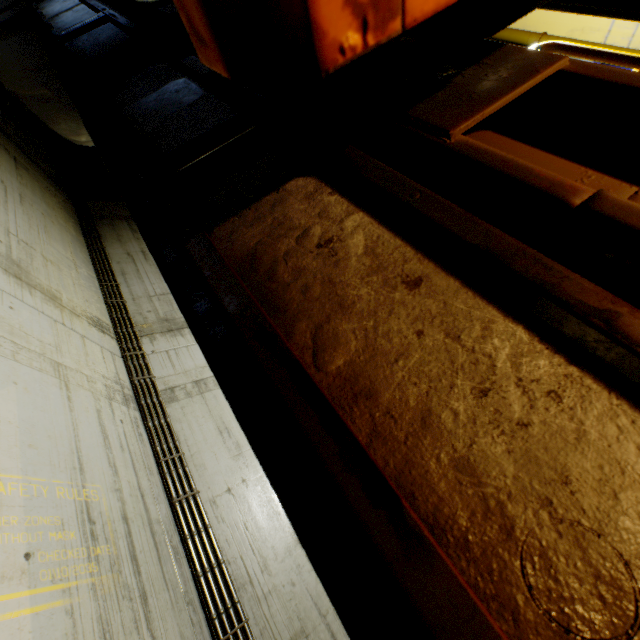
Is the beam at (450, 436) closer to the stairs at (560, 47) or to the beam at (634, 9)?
the stairs at (560, 47)

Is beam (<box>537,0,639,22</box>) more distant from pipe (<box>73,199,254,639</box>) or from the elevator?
pipe (<box>73,199,254,639</box>)

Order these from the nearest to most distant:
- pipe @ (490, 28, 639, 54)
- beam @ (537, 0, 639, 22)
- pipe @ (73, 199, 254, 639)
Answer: beam @ (537, 0, 639, 22)
pipe @ (73, 199, 254, 639)
pipe @ (490, 28, 639, 54)

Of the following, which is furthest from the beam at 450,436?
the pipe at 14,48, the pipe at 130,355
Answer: the pipe at 130,355

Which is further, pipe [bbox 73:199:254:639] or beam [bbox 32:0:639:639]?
pipe [bbox 73:199:254:639]

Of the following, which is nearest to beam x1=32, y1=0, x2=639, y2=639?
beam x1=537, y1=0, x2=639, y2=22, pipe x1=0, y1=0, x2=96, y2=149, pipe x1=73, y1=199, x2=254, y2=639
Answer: pipe x1=0, y1=0, x2=96, y2=149

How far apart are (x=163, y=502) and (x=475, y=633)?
4.4m

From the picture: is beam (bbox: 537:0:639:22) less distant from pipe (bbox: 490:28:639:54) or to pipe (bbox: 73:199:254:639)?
pipe (bbox: 490:28:639:54)
